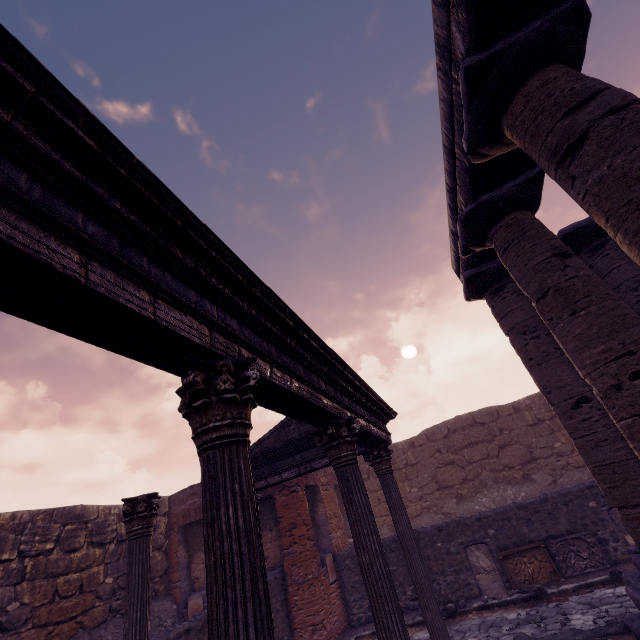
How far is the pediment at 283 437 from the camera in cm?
808

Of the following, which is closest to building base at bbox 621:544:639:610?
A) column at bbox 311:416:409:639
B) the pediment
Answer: column at bbox 311:416:409:639

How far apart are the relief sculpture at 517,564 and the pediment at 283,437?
5.7 meters

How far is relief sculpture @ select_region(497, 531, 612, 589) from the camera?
8.2m

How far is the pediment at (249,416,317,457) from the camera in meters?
8.1

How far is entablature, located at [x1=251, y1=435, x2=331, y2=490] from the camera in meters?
7.6

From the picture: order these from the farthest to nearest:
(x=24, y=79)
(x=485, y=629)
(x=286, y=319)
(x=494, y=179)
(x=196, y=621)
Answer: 1. (x=485, y=629)
2. (x=196, y=621)
3. (x=494, y=179)
4. (x=286, y=319)
5. (x=24, y=79)

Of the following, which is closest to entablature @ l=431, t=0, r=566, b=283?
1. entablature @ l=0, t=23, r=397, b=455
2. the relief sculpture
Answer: entablature @ l=0, t=23, r=397, b=455
